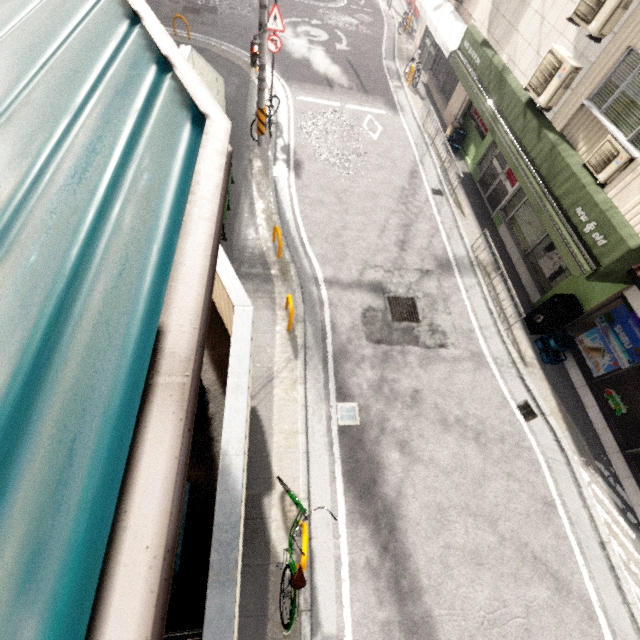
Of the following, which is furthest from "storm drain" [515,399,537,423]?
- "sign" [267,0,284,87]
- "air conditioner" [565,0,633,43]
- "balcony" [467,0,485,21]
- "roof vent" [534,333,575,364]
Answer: "sign" [267,0,284,87]

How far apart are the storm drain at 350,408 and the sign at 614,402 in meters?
5.8 m

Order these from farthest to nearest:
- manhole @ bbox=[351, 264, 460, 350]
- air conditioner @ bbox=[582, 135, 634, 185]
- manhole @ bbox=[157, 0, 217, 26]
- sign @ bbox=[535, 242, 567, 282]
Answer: manhole @ bbox=[157, 0, 217, 26]
sign @ bbox=[535, 242, 567, 282]
manhole @ bbox=[351, 264, 460, 350]
air conditioner @ bbox=[582, 135, 634, 185]

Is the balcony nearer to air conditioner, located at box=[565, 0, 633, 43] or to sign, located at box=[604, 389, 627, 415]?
air conditioner, located at box=[565, 0, 633, 43]

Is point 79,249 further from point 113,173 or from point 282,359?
point 282,359

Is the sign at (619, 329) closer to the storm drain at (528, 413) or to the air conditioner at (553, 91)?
the storm drain at (528, 413)

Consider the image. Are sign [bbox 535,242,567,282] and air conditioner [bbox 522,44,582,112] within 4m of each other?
yes

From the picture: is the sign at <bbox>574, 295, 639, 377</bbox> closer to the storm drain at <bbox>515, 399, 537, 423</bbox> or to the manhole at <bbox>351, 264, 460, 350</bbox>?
the storm drain at <bbox>515, 399, 537, 423</bbox>
